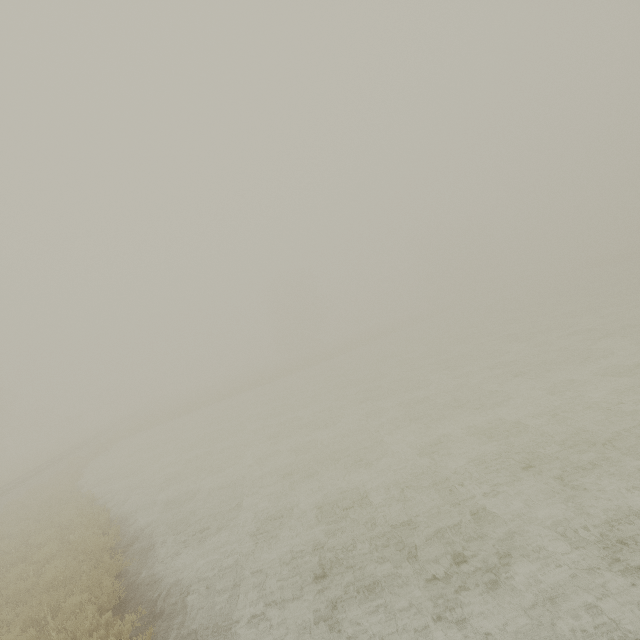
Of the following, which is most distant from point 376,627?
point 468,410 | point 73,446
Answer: point 73,446
